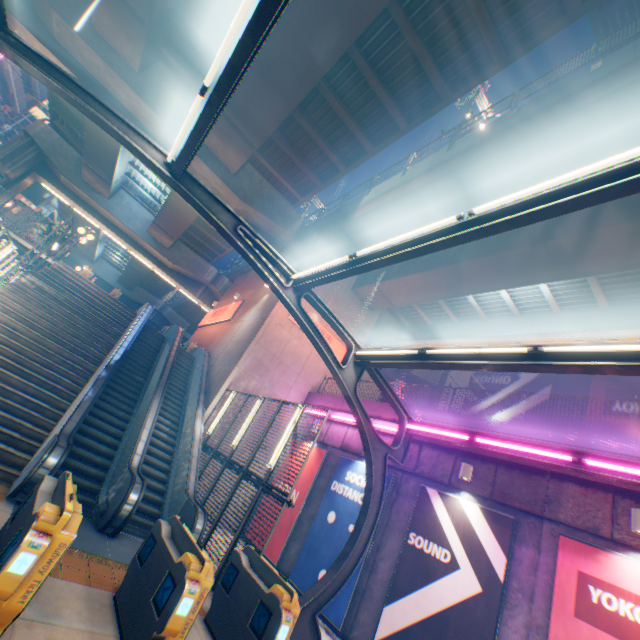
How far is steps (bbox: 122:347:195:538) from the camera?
9.3m

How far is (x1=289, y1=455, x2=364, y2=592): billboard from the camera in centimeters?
1035cm

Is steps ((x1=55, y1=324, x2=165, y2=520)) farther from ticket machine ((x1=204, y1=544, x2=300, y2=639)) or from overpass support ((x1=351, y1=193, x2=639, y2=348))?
overpass support ((x1=351, y1=193, x2=639, y2=348))

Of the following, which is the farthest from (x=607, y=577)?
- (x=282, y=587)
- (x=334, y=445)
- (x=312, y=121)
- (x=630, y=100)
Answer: (x=312, y=121)

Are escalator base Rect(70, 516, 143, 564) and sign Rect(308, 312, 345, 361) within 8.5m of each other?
no

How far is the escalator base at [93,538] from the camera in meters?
6.5

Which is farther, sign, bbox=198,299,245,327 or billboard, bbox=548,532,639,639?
sign, bbox=198,299,245,327

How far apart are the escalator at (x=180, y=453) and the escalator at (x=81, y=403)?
3.3 meters
